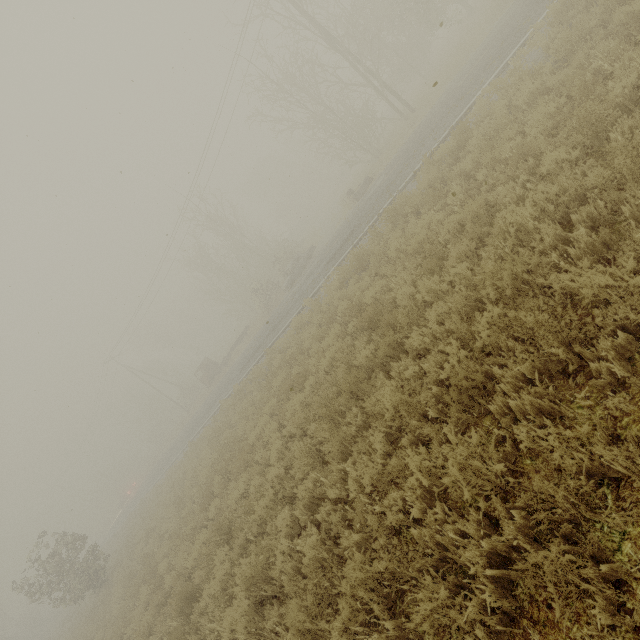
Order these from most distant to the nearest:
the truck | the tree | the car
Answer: the tree, the truck, the car

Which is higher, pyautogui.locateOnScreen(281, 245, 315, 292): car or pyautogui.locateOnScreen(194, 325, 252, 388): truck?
pyautogui.locateOnScreen(194, 325, 252, 388): truck

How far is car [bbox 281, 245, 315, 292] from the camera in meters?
25.2

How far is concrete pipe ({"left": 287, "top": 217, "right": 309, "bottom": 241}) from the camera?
48.7 meters

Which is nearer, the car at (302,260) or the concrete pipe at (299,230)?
the car at (302,260)

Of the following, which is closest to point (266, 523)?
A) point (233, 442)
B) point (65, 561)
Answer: point (233, 442)

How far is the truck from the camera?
33.16m

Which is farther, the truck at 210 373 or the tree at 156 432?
the tree at 156 432
